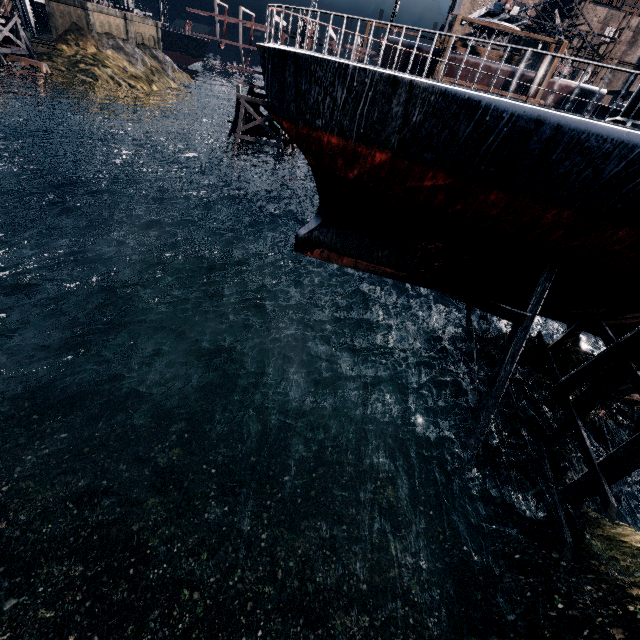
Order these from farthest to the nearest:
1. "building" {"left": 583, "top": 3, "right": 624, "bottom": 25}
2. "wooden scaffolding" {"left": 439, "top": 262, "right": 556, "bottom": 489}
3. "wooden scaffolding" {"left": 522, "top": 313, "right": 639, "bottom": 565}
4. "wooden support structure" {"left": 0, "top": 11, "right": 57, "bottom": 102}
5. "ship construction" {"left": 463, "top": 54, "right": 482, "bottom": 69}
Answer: "building" {"left": 583, "top": 3, "right": 624, "bottom": 25} < "wooden support structure" {"left": 0, "top": 11, "right": 57, "bottom": 102} < "ship construction" {"left": 463, "top": 54, "right": 482, "bottom": 69} < "wooden scaffolding" {"left": 439, "top": 262, "right": 556, "bottom": 489} < "wooden scaffolding" {"left": 522, "top": 313, "right": 639, "bottom": 565}

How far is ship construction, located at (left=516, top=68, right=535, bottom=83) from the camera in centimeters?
2725cm

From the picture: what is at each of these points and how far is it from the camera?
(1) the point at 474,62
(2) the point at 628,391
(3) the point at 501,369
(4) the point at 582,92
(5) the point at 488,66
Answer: (1) ship construction, 27.31m
(2) wooden support structure, 12.90m
(3) wooden scaffolding, 12.68m
(4) ship construction, 27.47m
(5) ship construction, 27.33m

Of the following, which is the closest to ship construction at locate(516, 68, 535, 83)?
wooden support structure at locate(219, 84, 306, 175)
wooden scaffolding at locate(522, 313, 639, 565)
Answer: wooden support structure at locate(219, 84, 306, 175)

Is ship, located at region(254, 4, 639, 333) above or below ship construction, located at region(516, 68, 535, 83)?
below

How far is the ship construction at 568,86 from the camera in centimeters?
2727cm

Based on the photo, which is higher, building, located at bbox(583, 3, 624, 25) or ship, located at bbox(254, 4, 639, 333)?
building, located at bbox(583, 3, 624, 25)

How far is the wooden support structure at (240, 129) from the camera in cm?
3328
